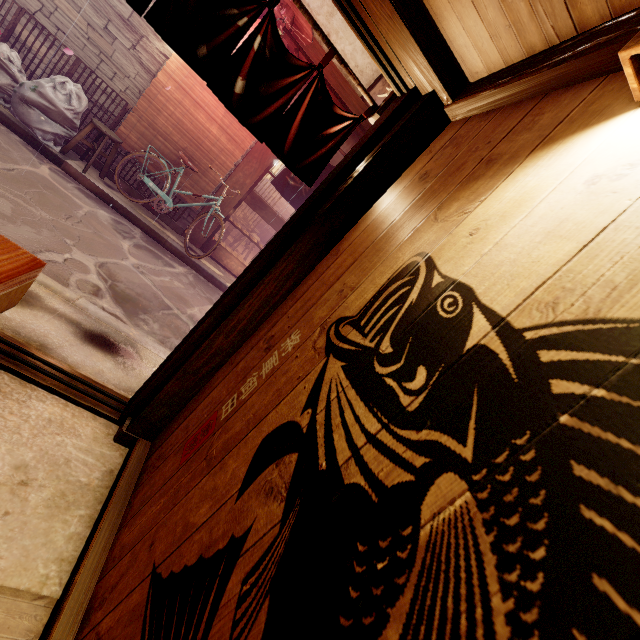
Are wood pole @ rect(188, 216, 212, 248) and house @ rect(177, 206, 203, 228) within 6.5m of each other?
yes

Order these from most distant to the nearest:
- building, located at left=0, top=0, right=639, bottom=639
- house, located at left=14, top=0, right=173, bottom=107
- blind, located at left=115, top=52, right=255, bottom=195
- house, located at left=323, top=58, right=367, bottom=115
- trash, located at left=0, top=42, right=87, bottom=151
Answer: house, located at left=323, top=58, right=367, bottom=115 < blind, located at left=115, top=52, right=255, bottom=195 < house, located at left=14, top=0, right=173, bottom=107 < trash, located at left=0, top=42, right=87, bottom=151 < building, located at left=0, top=0, right=639, bottom=639

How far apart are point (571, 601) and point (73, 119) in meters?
13.1

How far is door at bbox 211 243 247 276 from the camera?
12.6 meters

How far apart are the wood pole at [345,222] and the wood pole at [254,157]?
9.5m

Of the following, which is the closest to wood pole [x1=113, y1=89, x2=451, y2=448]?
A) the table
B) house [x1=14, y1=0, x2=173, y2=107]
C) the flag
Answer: the flag

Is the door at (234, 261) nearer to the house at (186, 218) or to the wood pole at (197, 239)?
the wood pole at (197, 239)

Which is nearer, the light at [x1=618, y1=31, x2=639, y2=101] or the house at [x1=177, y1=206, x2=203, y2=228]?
the light at [x1=618, y1=31, x2=639, y2=101]
